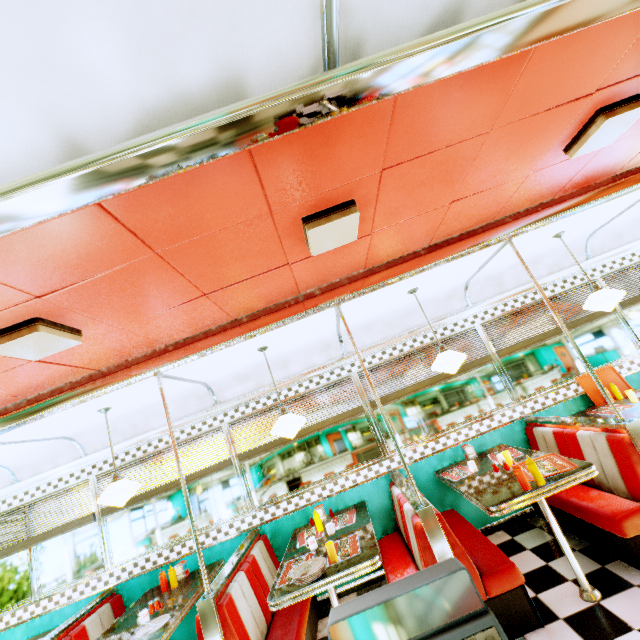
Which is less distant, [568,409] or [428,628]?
[428,628]

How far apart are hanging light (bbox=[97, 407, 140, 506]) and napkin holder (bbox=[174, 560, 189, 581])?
1.3 meters

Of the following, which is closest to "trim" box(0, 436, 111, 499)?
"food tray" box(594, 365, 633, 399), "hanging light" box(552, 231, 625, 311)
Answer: "hanging light" box(552, 231, 625, 311)

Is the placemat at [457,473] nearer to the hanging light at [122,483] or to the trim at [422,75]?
the trim at [422,75]

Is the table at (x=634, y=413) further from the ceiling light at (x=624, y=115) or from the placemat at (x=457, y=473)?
the ceiling light at (x=624, y=115)

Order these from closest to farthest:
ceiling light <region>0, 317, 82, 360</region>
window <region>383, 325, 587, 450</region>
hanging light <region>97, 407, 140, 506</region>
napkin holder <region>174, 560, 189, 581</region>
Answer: ceiling light <region>0, 317, 82, 360</region>
hanging light <region>97, 407, 140, 506</region>
napkin holder <region>174, 560, 189, 581</region>
window <region>383, 325, 587, 450</region>

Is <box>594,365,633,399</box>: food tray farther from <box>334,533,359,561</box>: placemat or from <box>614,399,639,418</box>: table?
<box>334,533,359,561</box>: placemat

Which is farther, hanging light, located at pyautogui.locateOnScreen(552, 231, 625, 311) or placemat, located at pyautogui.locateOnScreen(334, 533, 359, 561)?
hanging light, located at pyautogui.locateOnScreen(552, 231, 625, 311)
